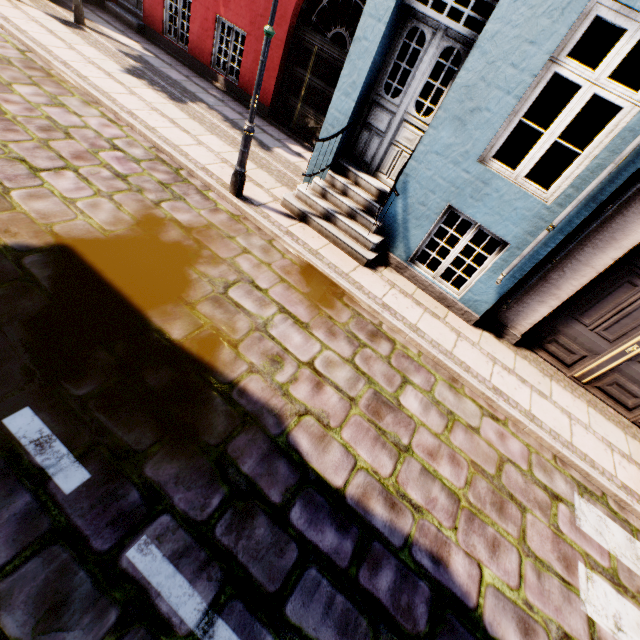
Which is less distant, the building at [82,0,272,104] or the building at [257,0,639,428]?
the building at [257,0,639,428]

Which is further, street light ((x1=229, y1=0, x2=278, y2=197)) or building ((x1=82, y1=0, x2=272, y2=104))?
building ((x1=82, y1=0, x2=272, y2=104))

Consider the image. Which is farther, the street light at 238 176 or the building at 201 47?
the building at 201 47

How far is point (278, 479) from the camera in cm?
281

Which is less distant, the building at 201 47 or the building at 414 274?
the building at 414 274
